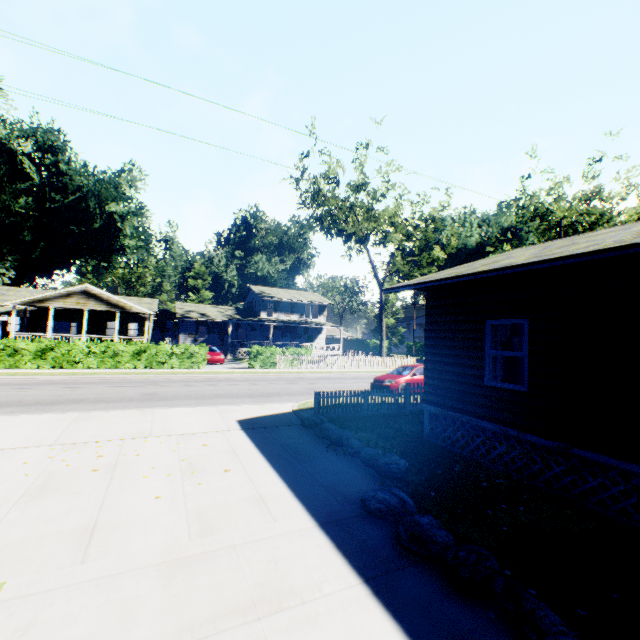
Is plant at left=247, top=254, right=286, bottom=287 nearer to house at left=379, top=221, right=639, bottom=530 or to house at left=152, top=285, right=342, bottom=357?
house at left=152, top=285, right=342, bottom=357

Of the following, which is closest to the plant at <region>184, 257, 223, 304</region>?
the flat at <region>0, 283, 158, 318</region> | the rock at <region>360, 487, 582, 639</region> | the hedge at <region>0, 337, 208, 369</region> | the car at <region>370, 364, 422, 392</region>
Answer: the flat at <region>0, 283, 158, 318</region>

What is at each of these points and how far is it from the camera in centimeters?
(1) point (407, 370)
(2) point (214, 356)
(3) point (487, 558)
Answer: (1) car, 1694cm
(2) car, 2791cm
(3) rock, 387cm

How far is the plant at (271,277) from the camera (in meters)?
56.22

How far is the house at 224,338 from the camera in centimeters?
4016cm

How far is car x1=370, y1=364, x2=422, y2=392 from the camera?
16.0 meters

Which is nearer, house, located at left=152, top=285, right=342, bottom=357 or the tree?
Result: the tree

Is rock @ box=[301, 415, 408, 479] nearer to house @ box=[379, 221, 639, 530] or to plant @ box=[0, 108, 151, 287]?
house @ box=[379, 221, 639, 530]
